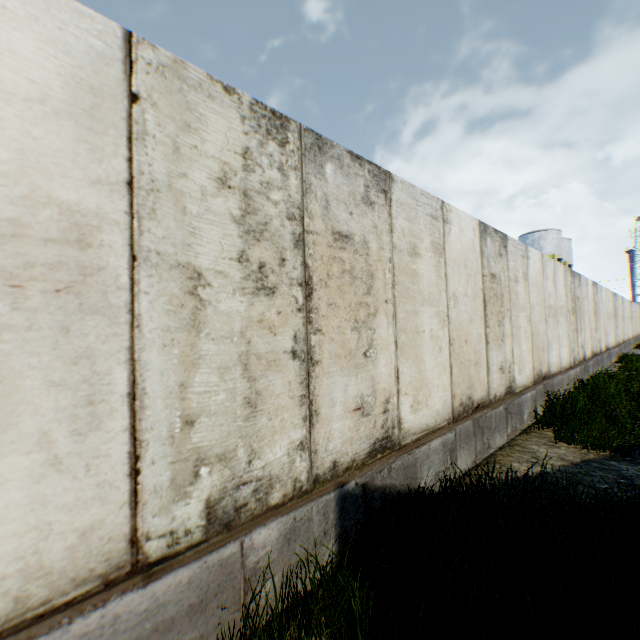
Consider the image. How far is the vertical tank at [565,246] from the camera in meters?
35.2 m

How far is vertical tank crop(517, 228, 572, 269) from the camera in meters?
35.2

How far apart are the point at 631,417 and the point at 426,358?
6.05m
